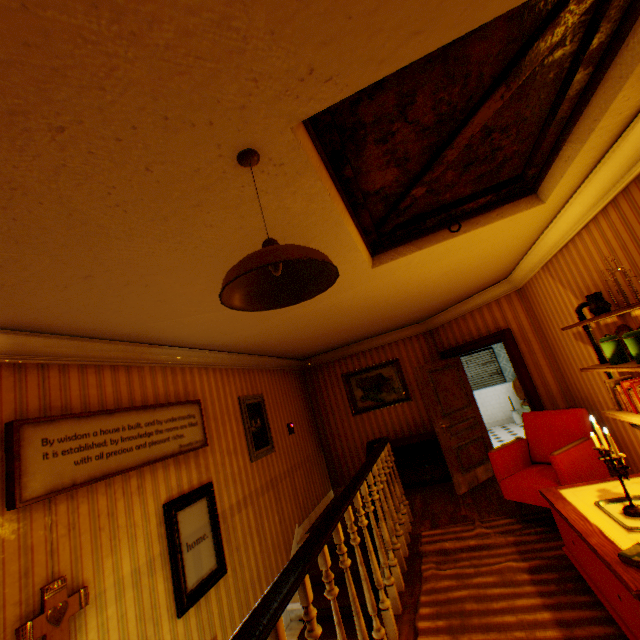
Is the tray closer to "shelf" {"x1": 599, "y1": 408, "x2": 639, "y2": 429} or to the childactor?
"shelf" {"x1": 599, "y1": 408, "x2": 639, "y2": 429}

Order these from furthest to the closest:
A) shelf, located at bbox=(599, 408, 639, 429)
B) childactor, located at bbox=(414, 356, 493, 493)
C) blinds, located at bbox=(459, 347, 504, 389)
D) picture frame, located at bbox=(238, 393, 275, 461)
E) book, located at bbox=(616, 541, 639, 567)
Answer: blinds, located at bbox=(459, 347, 504, 389), childactor, located at bbox=(414, 356, 493, 493), picture frame, located at bbox=(238, 393, 275, 461), shelf, located at bbox=(599, 408, 639, 429), book, located at bbox=(616, 541, 639, 567)

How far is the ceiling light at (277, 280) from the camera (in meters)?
1.11

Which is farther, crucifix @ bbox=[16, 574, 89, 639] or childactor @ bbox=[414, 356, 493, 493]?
childactor @ bbox=[414, 356, 493, 493]

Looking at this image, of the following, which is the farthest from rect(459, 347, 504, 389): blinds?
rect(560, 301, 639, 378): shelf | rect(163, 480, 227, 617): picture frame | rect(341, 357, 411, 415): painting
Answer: rect(163, 480, 227, 617): picture frame

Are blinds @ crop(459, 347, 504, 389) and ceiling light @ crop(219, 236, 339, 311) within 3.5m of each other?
no

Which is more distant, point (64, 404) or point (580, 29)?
point (64, 404)

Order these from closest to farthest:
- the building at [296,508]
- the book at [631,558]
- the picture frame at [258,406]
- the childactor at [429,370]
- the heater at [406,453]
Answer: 1. the building at [296,508]
2. the book at [631,558]
3. the picture frame at [258,406]
4. the childactor at [429,370]
5. the heater at [406,453]
